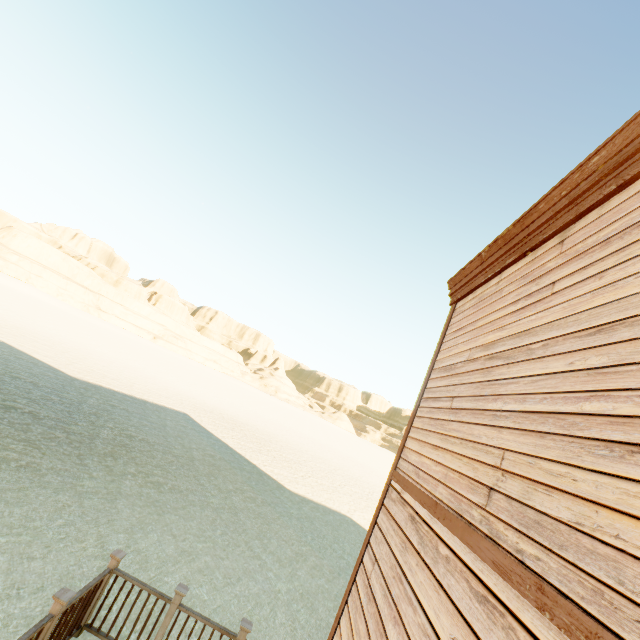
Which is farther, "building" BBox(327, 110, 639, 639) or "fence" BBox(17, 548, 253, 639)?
"fence" BBox(17, 548, 253, 639)

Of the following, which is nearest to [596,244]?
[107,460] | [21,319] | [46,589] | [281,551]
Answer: [46,589]

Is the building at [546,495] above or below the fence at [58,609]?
above

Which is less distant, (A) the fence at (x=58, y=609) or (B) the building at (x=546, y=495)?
(B) the building at (x=546, y=495)

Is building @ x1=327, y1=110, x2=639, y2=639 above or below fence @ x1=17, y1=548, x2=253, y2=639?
above
